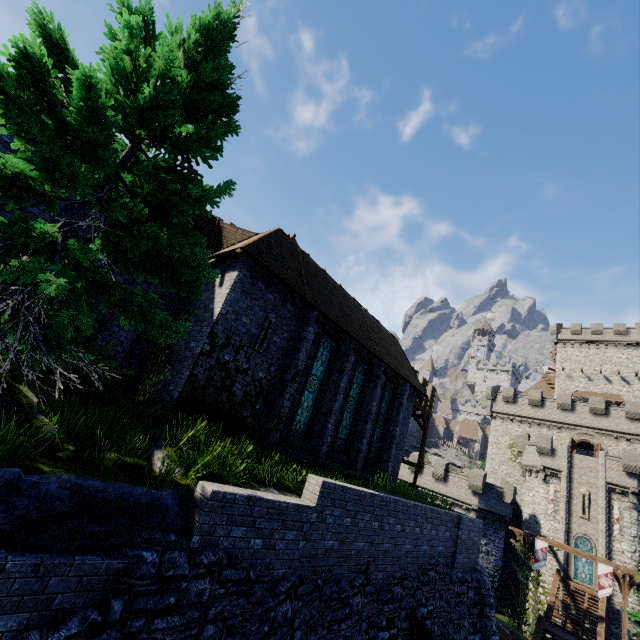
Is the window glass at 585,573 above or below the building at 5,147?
below

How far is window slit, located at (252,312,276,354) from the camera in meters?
12.0 m

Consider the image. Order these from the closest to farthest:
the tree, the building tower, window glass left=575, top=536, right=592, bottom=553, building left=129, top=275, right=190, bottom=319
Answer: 1. the tree
2. building left=129, top=275, right=190, bottom=319
3. window glass left=575, top=536, right=592, bottom=553
4. the building tower

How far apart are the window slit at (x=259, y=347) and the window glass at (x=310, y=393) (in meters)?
2.47

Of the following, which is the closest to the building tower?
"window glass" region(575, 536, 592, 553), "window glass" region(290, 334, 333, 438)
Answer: "window glass" region(575, 536, 592, 553)

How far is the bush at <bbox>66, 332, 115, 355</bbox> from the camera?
7.9 meters

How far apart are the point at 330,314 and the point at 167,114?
10.4 meters

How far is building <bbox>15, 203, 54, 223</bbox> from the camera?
9.5 meters
